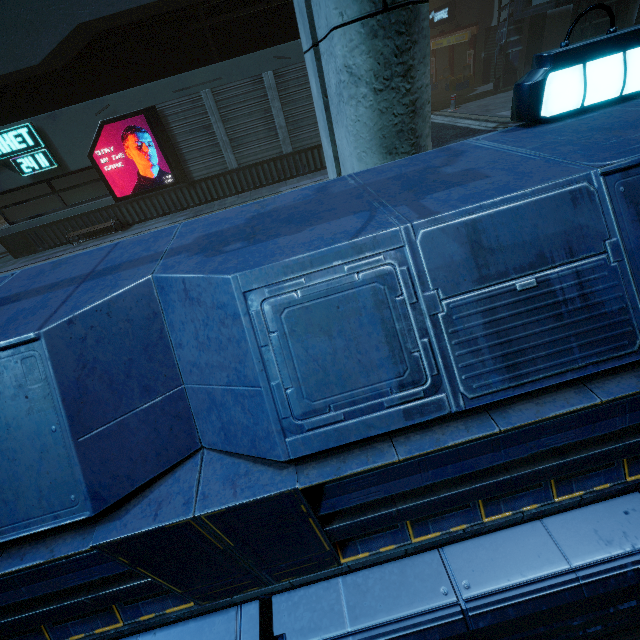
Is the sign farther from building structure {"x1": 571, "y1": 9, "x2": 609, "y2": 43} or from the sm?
building structure {"x1": 571, "y1": 9, "x2": 609, "y2": 43}

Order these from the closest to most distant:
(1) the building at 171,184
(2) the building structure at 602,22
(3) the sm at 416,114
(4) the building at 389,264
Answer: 1. (4) the building at 389,264
2. (3) the sm at 416,114
3. (1) the building at 171,184
4. (2) the building structure at 602,22

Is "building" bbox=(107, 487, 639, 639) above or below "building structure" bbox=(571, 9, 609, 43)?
below

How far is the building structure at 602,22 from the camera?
10.7m

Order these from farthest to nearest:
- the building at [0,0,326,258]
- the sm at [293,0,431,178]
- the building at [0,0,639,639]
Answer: the building at [0,0,326,258] → the sm at [293,0,431,178] → the building at [0,0,639,639]

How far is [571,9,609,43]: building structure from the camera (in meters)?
10.71

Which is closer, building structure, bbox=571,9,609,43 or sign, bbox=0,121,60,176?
sign, bbox=0,121,60,176

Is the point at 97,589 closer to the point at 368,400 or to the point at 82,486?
the point at 82,486
